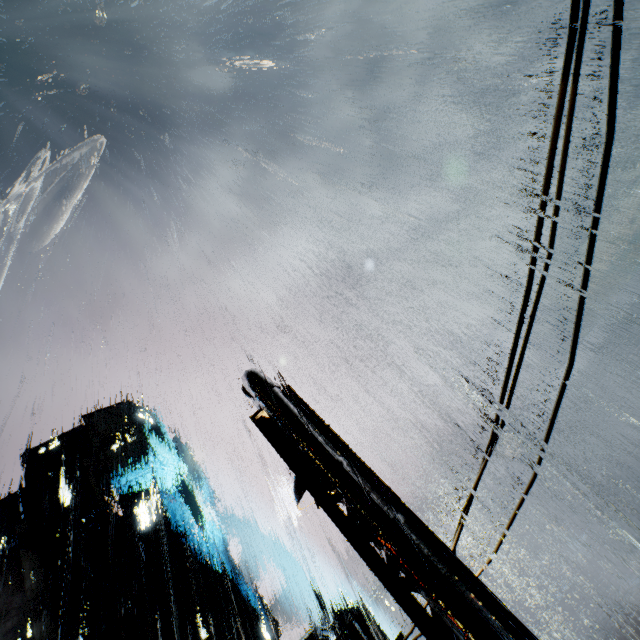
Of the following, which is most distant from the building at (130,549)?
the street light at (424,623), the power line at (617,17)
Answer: the street light at (424,623)

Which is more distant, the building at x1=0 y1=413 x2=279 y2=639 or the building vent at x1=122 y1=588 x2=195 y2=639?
the building at x1=0 y1=413 x2=279 y2=639

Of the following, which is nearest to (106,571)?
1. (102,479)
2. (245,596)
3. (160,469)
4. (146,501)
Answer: (146,501)

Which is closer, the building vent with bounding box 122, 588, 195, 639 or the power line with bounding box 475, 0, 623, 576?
the power line with bounding box 475, 0, 623, 576

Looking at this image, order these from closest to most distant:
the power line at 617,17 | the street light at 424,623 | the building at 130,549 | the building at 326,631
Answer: the power line at 617,17 < the street light at 424,623 < the building at 326,631 < the building at 130,549

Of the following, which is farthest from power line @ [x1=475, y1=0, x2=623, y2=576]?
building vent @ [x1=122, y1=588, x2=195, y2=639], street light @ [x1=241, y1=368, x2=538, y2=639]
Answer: building vent @ [x1=122, y1=588, x2=195, y2=639]

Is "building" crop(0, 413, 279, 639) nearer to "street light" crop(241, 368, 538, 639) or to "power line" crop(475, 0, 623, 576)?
"power line" crop(475, 0, 623, 576)

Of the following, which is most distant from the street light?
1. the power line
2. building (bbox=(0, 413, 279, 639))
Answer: building (bbox=(0, 413, 279, 639))
